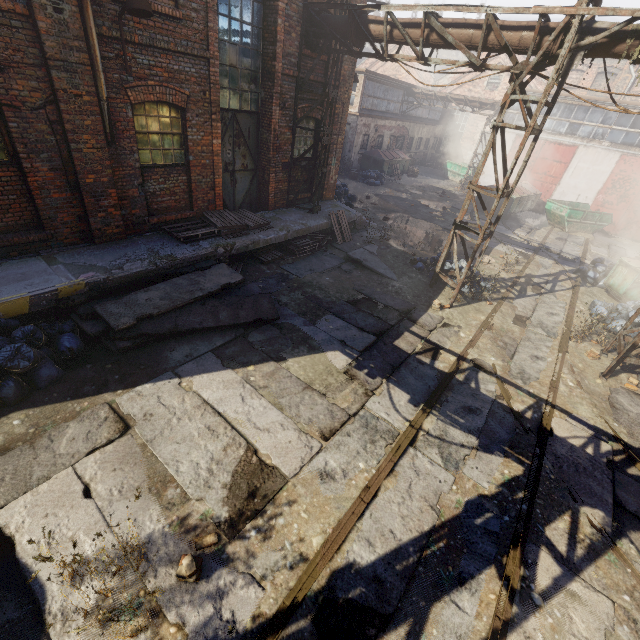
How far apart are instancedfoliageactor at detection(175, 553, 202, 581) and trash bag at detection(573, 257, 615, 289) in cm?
1550

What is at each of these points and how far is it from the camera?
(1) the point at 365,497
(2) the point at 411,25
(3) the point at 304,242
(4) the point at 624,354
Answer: (1) track, 4.4m
(2) pipe, 7.7m
(3) pallet, 10.9m
(4) scaffolding, 7.2m

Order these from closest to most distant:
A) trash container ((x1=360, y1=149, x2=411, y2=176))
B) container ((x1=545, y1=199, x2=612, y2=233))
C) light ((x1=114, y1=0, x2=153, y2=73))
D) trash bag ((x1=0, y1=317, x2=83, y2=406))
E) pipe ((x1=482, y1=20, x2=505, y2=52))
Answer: trash bag ((x1=0, y1=317, x2=83, y2=406)), light ((x1=114, y1=0, x2=153, y2=73)), pipe ((x1=482, y1=20, x2=505, y2=52)), container ((x1=545, y1=199, x2=612, y2=233)), trash container ((x1=360, y1=149, x2=411, y2=176))

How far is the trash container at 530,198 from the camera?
19.0 meters

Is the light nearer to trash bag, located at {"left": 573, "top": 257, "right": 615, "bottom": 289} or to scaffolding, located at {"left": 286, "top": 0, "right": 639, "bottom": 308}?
scaffolding, located at {"left": 286, "top": 0, "right": 639, "bottom": 308}

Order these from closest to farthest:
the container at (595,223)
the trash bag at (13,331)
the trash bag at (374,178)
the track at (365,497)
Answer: the track at (365,497) < the trash bag at (13,331) < the container at (595,223) < the trash bag at (374,178)

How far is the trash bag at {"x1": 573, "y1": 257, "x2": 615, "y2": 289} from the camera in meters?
12.6 m

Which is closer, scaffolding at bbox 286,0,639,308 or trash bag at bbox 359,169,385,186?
scaffolding at bbox 286,0,639,308
